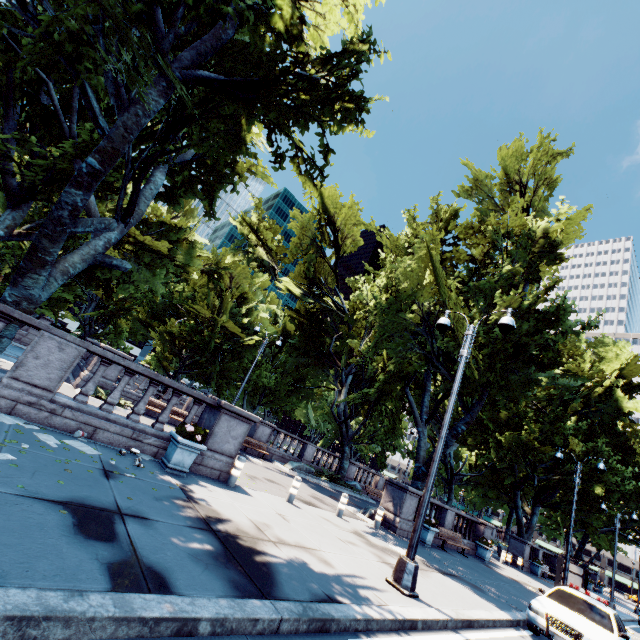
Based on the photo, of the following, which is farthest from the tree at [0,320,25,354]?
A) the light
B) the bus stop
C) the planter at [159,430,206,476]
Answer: the bus stop

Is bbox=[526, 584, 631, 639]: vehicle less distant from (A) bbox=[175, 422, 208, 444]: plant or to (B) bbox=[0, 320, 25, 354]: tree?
(B) bbox=[0, 320, 25, 354]: tree

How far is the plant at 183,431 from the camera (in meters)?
8.36

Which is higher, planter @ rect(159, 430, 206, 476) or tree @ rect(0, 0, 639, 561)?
tree @ rect(0, 0, 639, 561)

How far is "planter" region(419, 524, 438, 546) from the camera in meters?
15.1 m

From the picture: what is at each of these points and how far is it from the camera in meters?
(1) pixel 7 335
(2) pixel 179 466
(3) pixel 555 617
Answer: (1) tree, 7.9 m
(2) planter, 8.3 m
(3) vehicle, 8.6 m

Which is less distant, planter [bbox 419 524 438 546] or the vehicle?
the vehicle

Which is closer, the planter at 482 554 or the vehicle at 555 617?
the vehicle at 555 617
